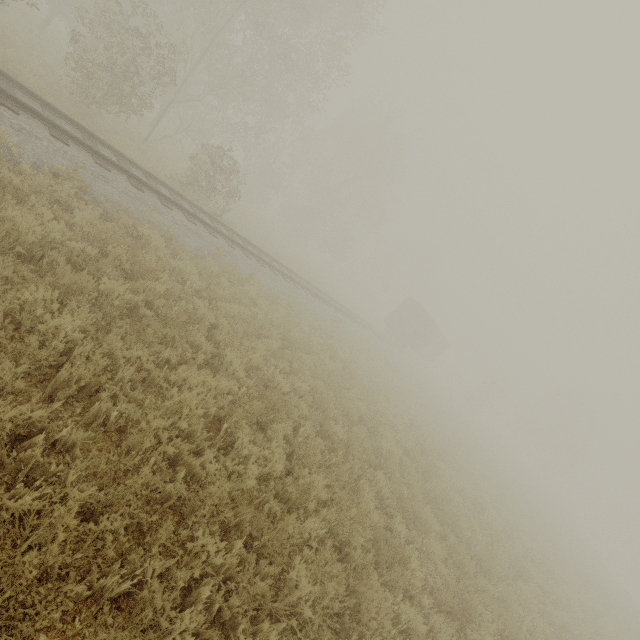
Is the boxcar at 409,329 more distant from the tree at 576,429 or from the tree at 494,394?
the tree at 576,429

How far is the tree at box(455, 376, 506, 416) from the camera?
45.91m

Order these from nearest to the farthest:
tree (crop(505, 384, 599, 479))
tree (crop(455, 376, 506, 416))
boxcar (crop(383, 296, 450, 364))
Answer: boxcar (crop(383, 296, 450, 364))
tree (crop(455, 376, 506, 416))
tree (crop(505, 384, 599, 479))

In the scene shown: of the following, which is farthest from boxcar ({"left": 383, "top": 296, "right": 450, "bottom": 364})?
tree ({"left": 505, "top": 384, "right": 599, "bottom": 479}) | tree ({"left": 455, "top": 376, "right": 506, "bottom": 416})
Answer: tree ({"left": 505, "top": 384, "right": 599, "bottom": 479})

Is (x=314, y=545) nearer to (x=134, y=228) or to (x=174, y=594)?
(x=174, y=594)

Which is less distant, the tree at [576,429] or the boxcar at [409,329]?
the boxcar at [409,329]

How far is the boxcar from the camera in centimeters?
3234cm

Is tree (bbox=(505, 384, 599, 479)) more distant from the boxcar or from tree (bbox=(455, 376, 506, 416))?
the boxcar
